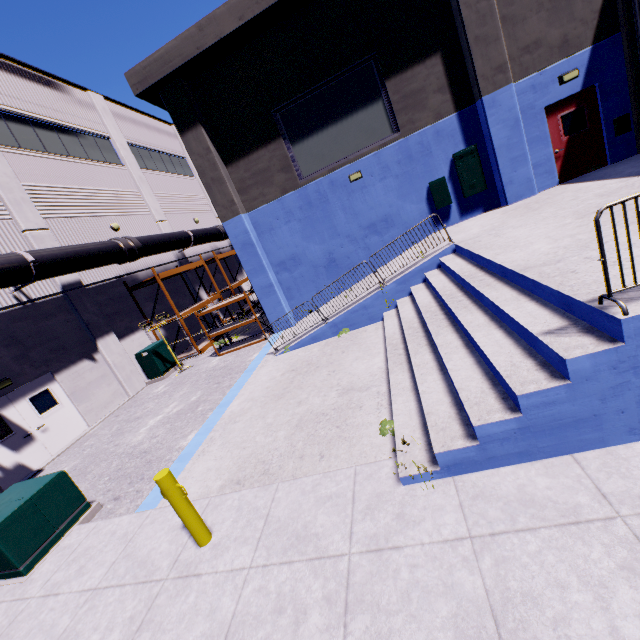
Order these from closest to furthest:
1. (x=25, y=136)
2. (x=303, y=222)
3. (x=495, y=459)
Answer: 1. (x=495, y=459)
2. (x=303, y=222)
3. (x=25, y=136)

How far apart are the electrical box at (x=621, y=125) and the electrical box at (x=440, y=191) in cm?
504

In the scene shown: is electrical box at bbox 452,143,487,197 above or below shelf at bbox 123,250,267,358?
above

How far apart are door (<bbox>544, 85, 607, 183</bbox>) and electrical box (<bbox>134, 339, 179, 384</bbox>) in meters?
17.1

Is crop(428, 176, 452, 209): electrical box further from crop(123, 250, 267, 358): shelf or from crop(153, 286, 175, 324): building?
crop(123, 250, 267, 358): shelf

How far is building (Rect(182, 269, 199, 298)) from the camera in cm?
2044

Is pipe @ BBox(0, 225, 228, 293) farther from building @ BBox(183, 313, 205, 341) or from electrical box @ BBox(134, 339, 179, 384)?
electrical box @ BBox(134, 339, 179, 384)

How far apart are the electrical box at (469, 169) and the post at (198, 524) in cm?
1204
